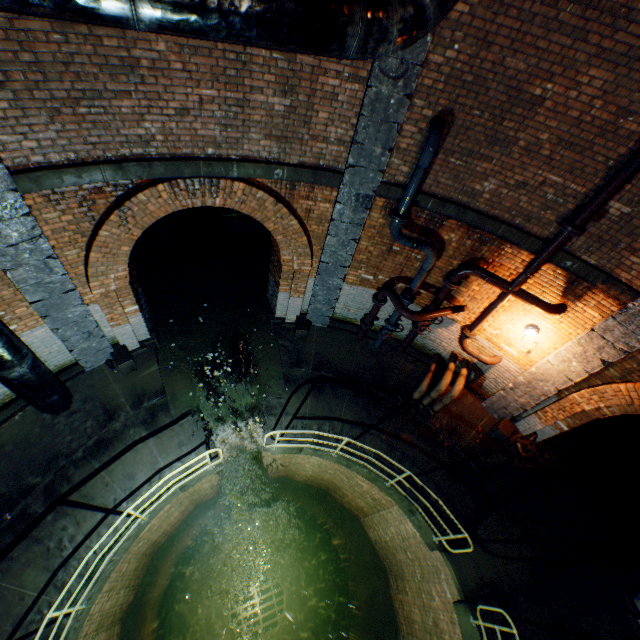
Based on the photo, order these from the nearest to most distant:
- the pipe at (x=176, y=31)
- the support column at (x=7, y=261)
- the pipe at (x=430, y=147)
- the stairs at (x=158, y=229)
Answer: the pipe at (x=176, y=31) < the support column at (x=7, y=261) < the pipe at (x=430, y=147) < the stairs at (x=158, y=229)

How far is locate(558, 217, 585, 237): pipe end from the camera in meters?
5.0

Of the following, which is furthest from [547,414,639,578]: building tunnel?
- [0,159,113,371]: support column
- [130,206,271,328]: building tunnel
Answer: [0,159,113,371]: support column

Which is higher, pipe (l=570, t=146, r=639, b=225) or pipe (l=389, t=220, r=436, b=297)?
pipe (l=570, t=146, r=639, b=225)

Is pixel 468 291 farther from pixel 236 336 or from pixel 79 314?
pixel 79 314

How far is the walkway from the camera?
10.8m

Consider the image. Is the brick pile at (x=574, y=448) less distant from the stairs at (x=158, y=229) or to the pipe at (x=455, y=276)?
the pipe at (x=455, y=276)

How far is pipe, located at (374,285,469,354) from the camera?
7.0 meters
